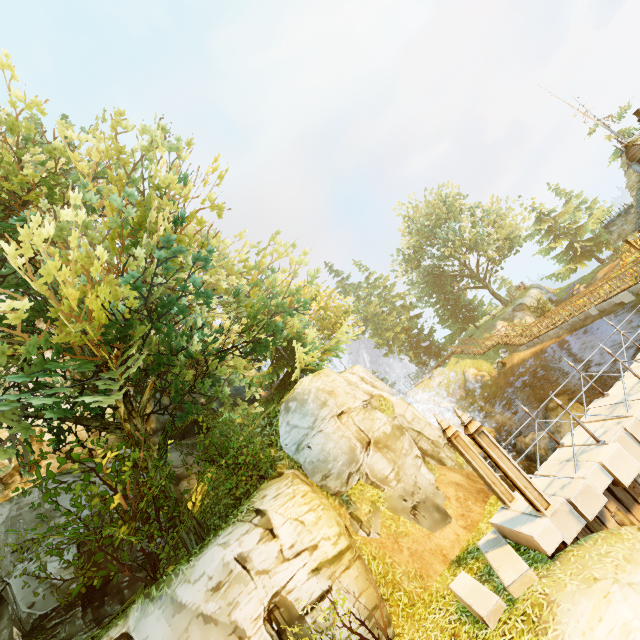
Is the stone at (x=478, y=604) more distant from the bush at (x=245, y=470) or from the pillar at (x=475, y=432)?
the bush at (x=245, y=470)

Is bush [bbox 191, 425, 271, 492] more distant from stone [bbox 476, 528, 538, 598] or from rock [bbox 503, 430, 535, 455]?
rock [bbox 503, 430, 535, 455]

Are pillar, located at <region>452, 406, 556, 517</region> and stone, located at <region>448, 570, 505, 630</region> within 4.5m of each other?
yes

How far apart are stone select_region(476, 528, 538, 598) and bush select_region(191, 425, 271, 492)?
6.4m

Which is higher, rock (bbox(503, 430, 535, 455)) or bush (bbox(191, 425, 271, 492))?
bush (bbox(191, 425, 271, 492))

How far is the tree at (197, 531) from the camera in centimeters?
1065cm

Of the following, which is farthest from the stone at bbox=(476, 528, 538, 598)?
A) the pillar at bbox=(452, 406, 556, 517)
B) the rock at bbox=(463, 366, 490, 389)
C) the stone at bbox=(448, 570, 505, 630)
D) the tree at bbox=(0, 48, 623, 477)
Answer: the rock at bbox=(463, 366, 490, 389)

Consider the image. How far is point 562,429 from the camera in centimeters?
2009cm
